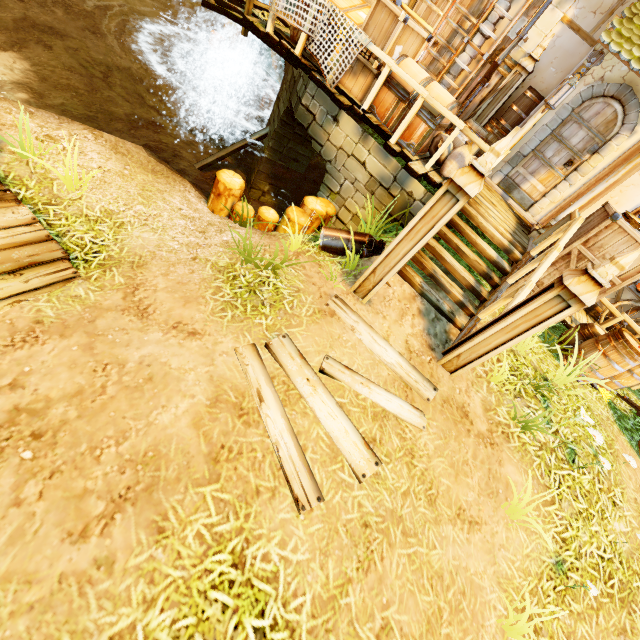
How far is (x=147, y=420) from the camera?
2.8 meters

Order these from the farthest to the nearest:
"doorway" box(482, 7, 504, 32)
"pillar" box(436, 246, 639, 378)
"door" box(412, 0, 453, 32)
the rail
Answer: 1. "door" box(412, 0, 453, 32)
2. "doorway" box(482, 7, 504, 32)
3. the rail
4. "pillar" box(436, 246, 639, 378)

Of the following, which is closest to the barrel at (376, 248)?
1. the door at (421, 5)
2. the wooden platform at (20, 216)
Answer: the wooden platform at (20, 216)

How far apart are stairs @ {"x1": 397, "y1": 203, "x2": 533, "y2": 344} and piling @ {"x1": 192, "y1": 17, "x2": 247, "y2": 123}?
10.48m

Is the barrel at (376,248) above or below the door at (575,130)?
below

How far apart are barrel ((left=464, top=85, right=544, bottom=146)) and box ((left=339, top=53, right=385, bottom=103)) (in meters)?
1.73

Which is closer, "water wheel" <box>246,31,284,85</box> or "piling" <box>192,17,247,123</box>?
"water wheel" <box>246,31,284,85</box>

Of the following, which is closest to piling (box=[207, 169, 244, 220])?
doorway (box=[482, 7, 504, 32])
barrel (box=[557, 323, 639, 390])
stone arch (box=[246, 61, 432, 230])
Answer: stone arch (box=[246, 61, 432, 230])
